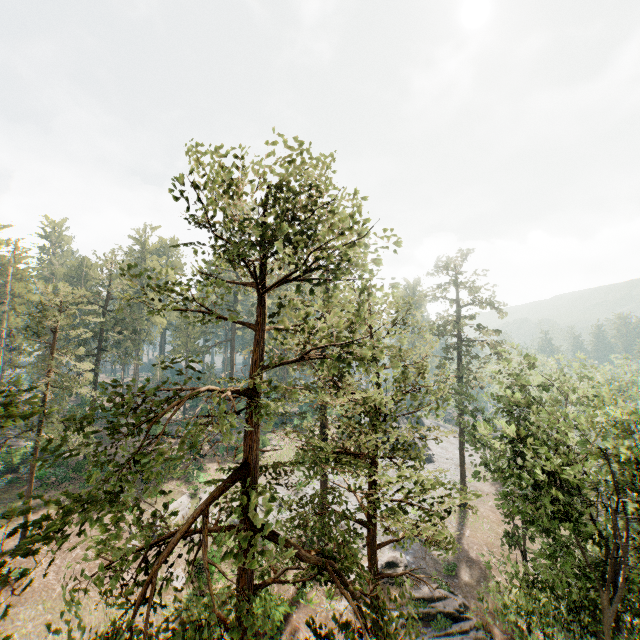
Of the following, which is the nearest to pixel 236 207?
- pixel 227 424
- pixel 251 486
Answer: pixel 227 424
